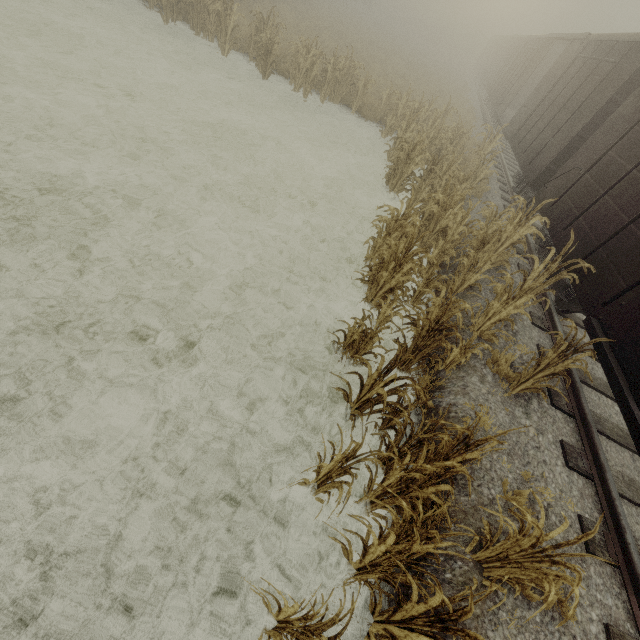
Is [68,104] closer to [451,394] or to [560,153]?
[451,394]
